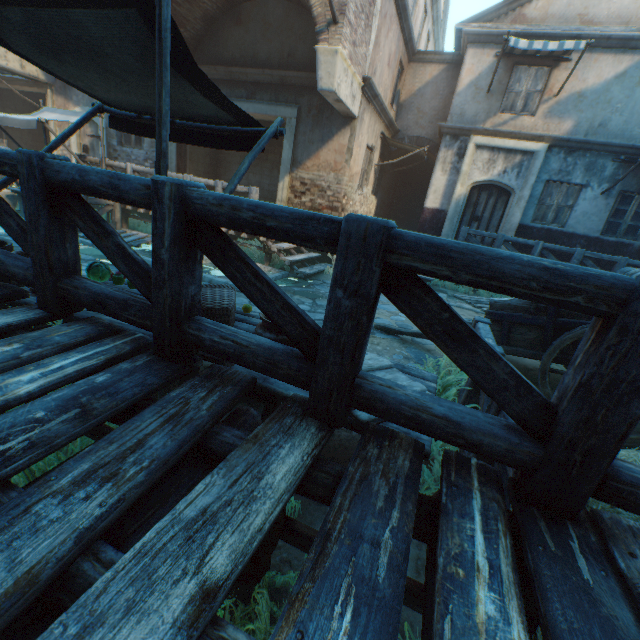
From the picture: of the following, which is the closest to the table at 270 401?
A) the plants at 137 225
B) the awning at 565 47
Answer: the plants at 137 225

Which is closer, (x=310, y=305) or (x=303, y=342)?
(x=303, y=342)

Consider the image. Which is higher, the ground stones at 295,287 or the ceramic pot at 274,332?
the ceramic pot at 274,332

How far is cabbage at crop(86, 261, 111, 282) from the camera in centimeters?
340cm

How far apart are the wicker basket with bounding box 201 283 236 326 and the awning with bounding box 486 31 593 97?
10.4 meters

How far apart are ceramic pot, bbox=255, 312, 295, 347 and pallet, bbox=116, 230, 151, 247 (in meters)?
7.11

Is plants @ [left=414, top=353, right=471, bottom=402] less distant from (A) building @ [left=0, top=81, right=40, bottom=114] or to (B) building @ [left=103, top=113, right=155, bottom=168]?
(B) building @ [left=103, top=113, right=155, bottom=168]

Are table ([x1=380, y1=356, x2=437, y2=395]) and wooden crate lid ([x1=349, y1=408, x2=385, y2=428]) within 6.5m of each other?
yes
